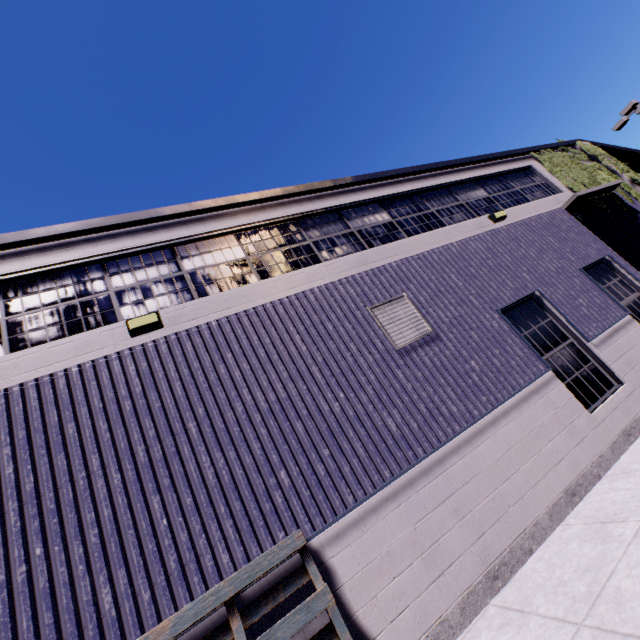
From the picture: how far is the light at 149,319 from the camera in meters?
4.9

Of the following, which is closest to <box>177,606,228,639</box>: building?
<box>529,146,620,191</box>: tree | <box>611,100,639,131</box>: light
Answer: <box>529,146,620,191</box>: tree

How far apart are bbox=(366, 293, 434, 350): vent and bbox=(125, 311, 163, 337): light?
3.5m

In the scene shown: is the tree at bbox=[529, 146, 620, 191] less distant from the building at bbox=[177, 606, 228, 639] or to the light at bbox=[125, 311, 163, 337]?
the building at bbox=[177, 606, 228, 639]

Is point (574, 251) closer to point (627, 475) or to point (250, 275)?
point (627, 475)

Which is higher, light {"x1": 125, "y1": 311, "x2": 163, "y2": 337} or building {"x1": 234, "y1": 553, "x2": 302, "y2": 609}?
light {"x1": 125, "y1": 311, "x2": 163, "y2": 337}

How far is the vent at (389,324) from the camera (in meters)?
5.95

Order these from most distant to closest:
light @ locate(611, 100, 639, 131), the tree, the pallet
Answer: light @ locate(611, 100, 639, 131), the tree, the pallet
